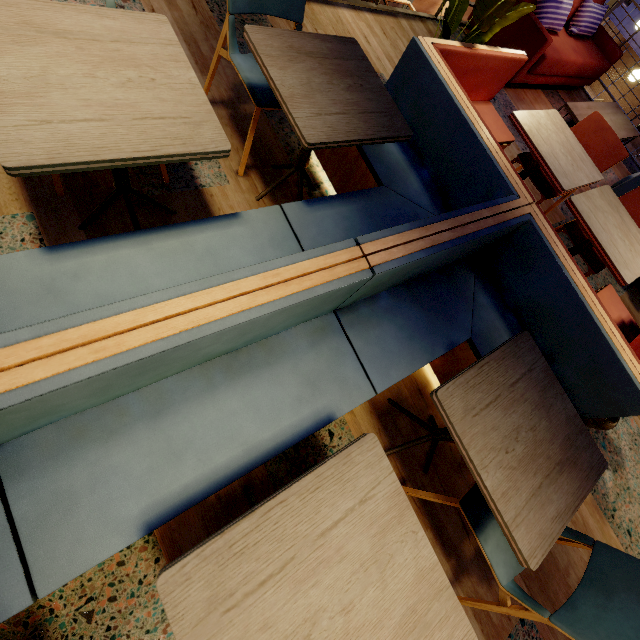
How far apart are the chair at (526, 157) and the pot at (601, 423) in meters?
1.4 m

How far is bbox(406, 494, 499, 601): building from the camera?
1.73m

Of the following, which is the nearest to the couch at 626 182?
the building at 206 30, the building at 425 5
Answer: the building at 206 30

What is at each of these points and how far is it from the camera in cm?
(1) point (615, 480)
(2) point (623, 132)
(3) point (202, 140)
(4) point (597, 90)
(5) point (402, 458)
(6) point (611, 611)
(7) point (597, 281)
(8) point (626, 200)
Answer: (1) building, 245
(2) coffee table, 428
(3) table, 110
(4) building, 2273
(5) building, 184
(6) chair, 117
(7) building, 335
(8) chair, 253

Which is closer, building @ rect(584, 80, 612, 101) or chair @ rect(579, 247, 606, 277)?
chair @ rect(579, 247, 606, 277)

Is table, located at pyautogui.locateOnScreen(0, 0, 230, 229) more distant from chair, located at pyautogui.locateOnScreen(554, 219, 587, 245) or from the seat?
chair, located at pyautogui.locateOnScreen(554, 219, 587, 245)

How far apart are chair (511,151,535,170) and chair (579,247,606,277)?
0.16m
